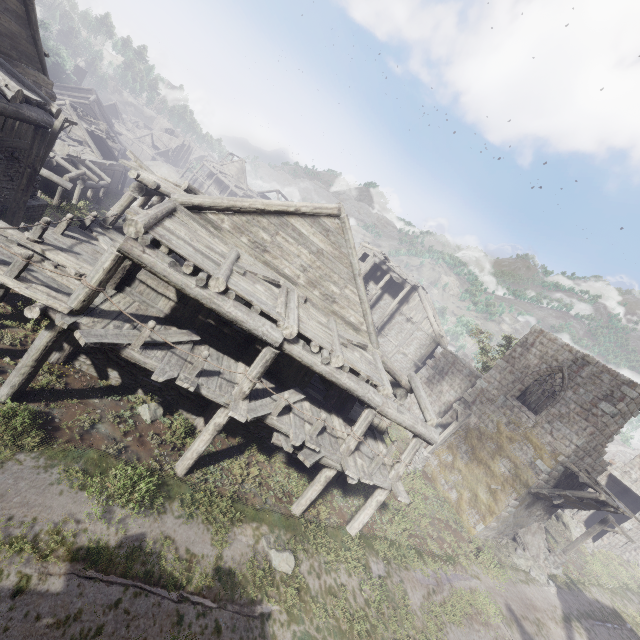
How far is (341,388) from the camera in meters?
10.1

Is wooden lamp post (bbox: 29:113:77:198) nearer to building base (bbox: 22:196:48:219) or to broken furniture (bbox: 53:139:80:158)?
building base (bbox: 22:196:48:219)

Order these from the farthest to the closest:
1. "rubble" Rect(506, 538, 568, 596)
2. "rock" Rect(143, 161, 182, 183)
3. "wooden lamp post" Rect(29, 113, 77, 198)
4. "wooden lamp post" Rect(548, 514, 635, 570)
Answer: "rock" Rect(143, 161, 182, 183) < "wooden lamp post" Rect(548, 514, 635, 570) < "rubble" Rect(506, 538, 568, 596) < "wooden lamp post" Rect(29, 113, 77, 198)

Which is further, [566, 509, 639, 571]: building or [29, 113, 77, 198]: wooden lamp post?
[566, 509, 639, 571]: building

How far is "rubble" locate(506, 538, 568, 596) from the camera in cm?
1756

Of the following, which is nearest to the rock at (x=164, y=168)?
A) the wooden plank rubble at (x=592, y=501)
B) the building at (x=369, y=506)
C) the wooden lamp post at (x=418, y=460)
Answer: the building at (x=369, y=506)

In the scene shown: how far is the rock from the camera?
51.20m

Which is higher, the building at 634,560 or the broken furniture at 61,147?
the building at 634,560
